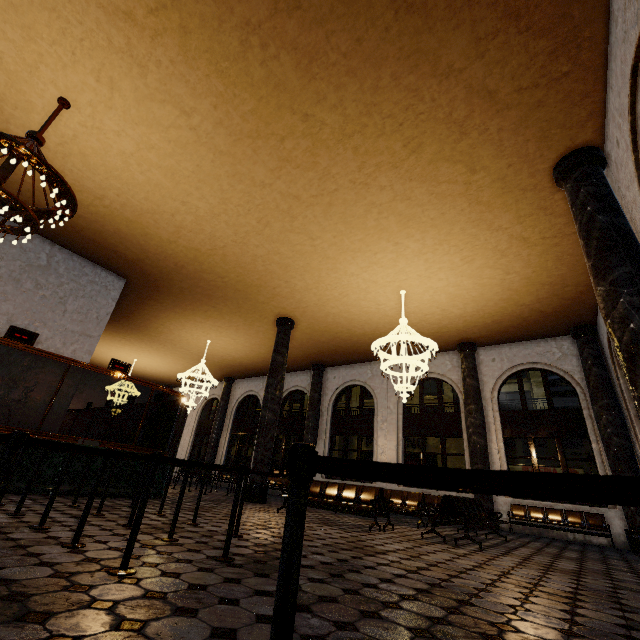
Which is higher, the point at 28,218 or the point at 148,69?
the point at 148,69
